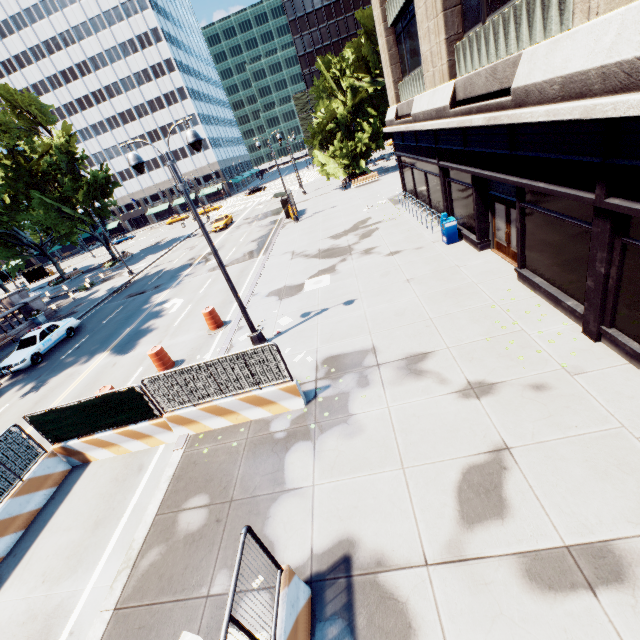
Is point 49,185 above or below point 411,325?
above

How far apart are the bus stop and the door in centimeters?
7111cm

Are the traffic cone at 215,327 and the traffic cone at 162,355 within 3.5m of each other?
yes

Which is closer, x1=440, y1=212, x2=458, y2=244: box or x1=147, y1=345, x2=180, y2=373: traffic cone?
x1=147, y1=345, x2=180, y2=373: traffic cone

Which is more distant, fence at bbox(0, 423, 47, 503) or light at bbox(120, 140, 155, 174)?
→ light at bbox(120, 140, 155, 174)

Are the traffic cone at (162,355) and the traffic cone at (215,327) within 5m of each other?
yes

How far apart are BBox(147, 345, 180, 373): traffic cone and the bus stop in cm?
6111

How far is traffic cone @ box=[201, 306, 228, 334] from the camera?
14.88m
